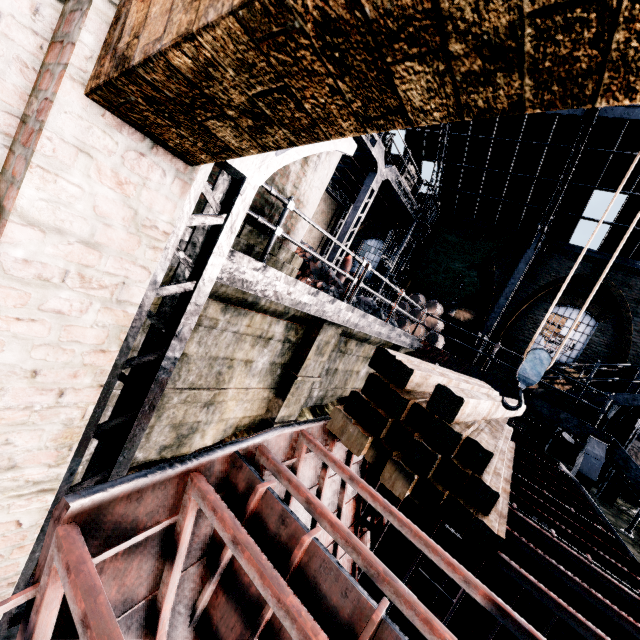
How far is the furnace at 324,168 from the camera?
5.5 meters

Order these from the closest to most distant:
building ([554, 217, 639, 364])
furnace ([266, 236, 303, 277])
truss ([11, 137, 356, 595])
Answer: truss ([11, 137, 356, 595]) → furnace ([266, 236, 303, 277]) → building ([554, 217, 639, 364])

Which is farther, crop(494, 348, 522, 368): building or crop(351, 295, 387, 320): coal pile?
crop(494, 348, 522, 368): building

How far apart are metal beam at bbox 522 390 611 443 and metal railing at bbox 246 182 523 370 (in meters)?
0.20

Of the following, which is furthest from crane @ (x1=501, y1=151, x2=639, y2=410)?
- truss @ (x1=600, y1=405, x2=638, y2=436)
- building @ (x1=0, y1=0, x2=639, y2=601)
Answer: building @ (x1=0, y1=0, x2=639, y2=601)

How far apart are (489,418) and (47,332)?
4.90m

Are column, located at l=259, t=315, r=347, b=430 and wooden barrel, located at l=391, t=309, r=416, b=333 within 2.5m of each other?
no

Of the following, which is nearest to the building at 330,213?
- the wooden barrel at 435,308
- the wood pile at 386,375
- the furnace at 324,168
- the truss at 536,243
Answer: the truss at 536,243
